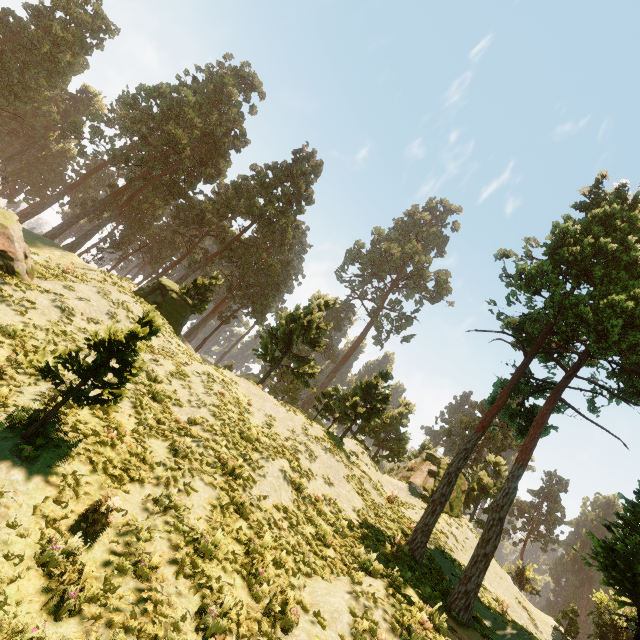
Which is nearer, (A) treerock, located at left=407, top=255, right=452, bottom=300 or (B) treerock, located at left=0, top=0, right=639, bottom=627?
(B) treerock, located at left=0, top=0, right=639, bottom=627

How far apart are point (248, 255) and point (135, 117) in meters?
25.6

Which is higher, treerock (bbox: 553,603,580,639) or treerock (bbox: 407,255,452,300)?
treerock (bbox: 407,255,452,300)

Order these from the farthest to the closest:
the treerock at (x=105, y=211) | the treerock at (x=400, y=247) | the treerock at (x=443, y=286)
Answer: the treerock at (x=443, y=286) < the treerock at (x=400, y=247) < the treerock at (x=105, y=211)

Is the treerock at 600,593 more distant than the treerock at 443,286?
No

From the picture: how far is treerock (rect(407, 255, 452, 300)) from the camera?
56.2 meters
